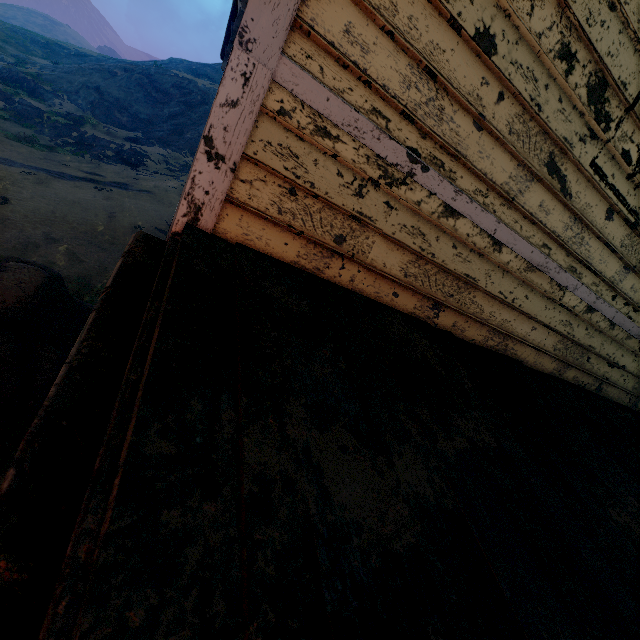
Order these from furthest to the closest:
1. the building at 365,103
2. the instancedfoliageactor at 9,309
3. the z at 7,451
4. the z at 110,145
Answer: the z at 110,145 < the instancedfoliageactor at 9,309 < the z at 7,451 < the building at 365,103

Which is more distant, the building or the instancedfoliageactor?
the instancedfoliageactor

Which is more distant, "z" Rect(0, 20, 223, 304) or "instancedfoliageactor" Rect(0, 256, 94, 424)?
"z" Rect(0, 20, 223, 304)

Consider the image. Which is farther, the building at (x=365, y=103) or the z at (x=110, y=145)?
the z at (x=110, y=145)

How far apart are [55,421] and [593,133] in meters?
3.1

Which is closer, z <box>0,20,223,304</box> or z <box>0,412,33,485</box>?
z <box>0,412,33,485</box>

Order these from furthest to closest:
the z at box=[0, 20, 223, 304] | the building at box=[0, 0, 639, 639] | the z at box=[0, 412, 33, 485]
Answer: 1. the z at box=[0, 20, 223, 304]
2. the z at box=[0, 412, 33, 485]
3. the building at box=[0, 0, 639, 639]
